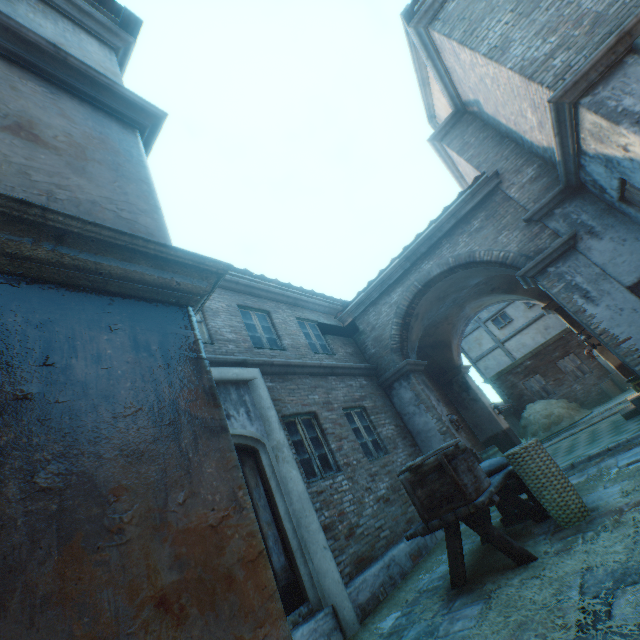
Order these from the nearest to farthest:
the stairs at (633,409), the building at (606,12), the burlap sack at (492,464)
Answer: the building at (606,12) → the burlap sack at (492,464) → the stairs at (633,409)

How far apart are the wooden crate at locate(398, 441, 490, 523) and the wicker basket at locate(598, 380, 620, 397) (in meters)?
16.50

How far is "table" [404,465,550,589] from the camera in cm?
354

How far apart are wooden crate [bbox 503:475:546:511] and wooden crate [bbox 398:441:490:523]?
1.5 meters

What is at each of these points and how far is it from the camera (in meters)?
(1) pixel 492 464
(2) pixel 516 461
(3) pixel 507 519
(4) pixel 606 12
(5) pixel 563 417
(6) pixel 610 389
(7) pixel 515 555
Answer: (1) burlap sack, 4.92
(2) wicker basket, 4.18
(3) wooden crate, 5.18
(4) building, 5.03
(5) straw pile, 14.84
(6) wicker basket, 15.49
(7) table, 3.54

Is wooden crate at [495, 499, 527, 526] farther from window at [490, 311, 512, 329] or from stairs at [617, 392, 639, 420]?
window at [490, 311, 512, 329]

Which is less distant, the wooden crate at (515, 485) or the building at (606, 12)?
the building at (606, 12)
